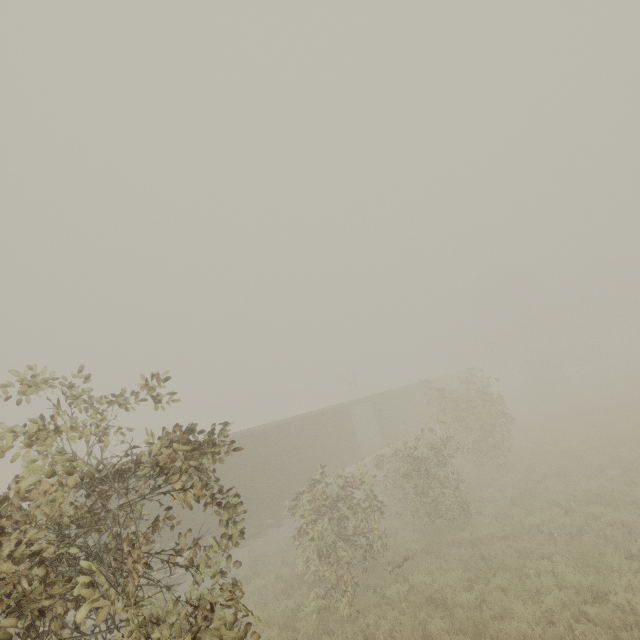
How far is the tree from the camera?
4.2 meters

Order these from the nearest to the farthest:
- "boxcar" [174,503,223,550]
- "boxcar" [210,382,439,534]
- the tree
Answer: the tree
"boxcar" [174,503,223,550]
"boxcar" [210,382,439,534]

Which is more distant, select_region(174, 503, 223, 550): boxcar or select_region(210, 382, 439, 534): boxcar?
select_region(210, 382, 439, 534): boxcar

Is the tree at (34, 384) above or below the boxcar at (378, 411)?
above

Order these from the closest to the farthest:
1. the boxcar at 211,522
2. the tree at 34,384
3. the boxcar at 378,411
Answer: the tree at 34,384, the boxcar at 211,522, the boxcar at 378,411

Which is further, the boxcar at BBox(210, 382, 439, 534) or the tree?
the boxcar at BBox(210, 382, 439, 534)

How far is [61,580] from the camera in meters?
3.9
